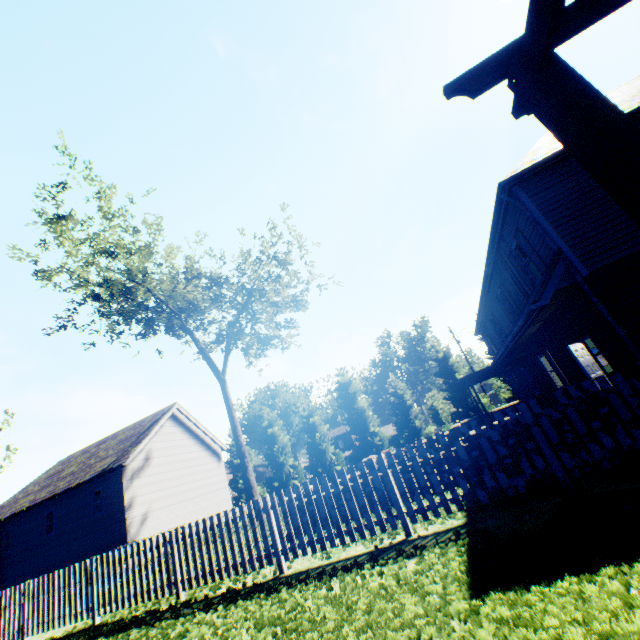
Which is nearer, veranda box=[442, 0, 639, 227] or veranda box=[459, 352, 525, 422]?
veranda box=[442, 0, 639, 227]

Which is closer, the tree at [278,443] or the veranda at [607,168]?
the veranda at [607,168]

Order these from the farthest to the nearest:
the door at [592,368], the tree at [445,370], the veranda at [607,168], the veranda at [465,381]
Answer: the tree at [445,370] → the veranda at [465,381] → the door at [592,368] → the veranda at [607,168]

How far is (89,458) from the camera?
26.8 meters

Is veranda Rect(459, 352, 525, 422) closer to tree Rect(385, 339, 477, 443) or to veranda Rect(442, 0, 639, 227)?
tree Rect(385, 339, 477, 443)

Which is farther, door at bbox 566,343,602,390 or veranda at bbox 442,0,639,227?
door at bbox 566,343,602,390

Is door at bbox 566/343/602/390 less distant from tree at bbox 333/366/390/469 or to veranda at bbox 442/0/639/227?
veranda at bbox 442/0/639/227

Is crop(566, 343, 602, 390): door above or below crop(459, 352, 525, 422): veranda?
below
